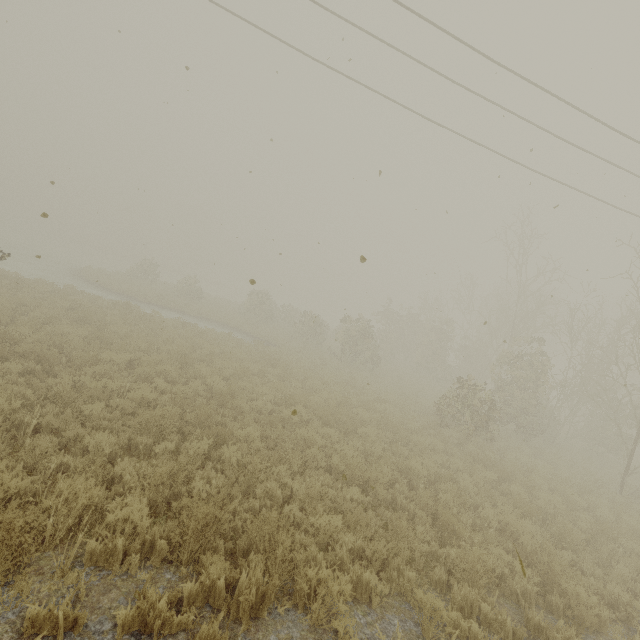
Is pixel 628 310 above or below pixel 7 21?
above
